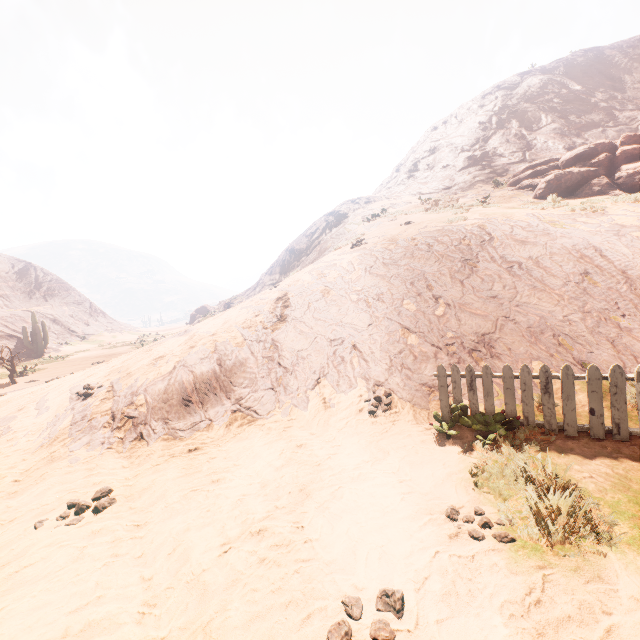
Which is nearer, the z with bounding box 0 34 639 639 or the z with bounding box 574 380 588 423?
the z with bounding box 0 34 639 639

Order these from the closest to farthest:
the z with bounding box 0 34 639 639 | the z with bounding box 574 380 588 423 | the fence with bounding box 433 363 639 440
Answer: the z with bounding box 0 34 639 639 < the fence with bounding box 433 363 639 440 < the z with bounding box 574 380 588 423

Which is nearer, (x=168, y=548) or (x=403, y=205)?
(x=168, y=548)

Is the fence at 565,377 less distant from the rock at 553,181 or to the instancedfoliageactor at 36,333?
the rock at 553,181

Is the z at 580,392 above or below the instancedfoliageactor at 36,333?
below

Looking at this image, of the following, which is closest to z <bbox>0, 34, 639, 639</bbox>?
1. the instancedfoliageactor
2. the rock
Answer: the instancedfoliageactor

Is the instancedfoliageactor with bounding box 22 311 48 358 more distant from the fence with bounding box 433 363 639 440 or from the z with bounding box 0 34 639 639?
the fence with bounding box 433 363 639 440
